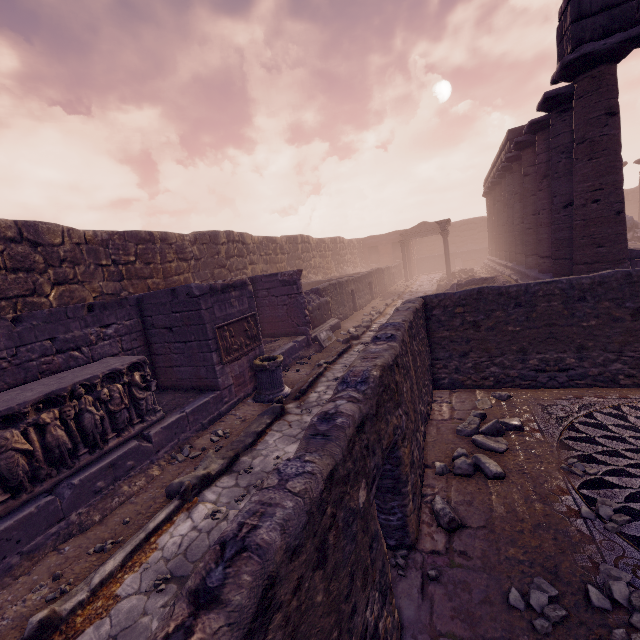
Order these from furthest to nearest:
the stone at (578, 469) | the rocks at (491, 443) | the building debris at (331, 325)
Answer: the building debris at (331, 325), the rocks at (491, 443), the stone at (578, 469)

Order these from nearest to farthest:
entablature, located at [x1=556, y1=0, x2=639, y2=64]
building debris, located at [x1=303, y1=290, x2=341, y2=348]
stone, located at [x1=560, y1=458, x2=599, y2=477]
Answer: stone, located at [x1=560, y1=458, x2=599, y2=477] → entablature, located at [x1=556, y1=0, x2=639, y2=64] → building debris, located at [x1=303, y1=290, x2=341, y2=348]

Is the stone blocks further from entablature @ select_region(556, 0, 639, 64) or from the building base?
entablature @ select_region(556, 0, 639, 64)

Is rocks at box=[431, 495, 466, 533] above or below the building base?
below

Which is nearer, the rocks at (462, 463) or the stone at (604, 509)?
the stone at (604, 509)

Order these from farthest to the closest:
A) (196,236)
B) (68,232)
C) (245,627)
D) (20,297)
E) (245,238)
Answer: (245,238)
(196,236)
(68,232)
(20,297)
(245,627)

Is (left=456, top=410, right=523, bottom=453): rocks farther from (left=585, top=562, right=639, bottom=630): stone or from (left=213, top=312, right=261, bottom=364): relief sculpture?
(left=213, top=312, right=261, bottom=364): relief sculpture

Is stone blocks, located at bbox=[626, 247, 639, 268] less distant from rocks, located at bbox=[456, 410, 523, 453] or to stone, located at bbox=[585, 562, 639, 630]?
rocks, located at bbox=[456, 410, 523, 453]
